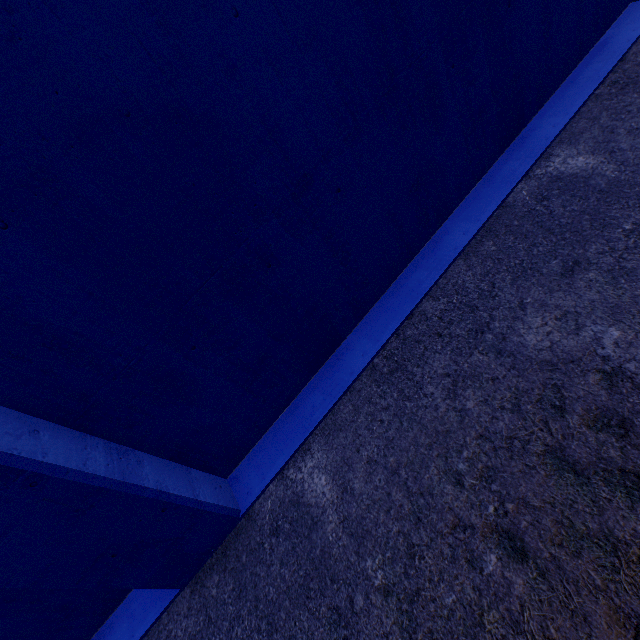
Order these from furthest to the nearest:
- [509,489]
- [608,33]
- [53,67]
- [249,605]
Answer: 1. [608,33]
2. [249,605]
3. [509,489]
4. [53,67]
